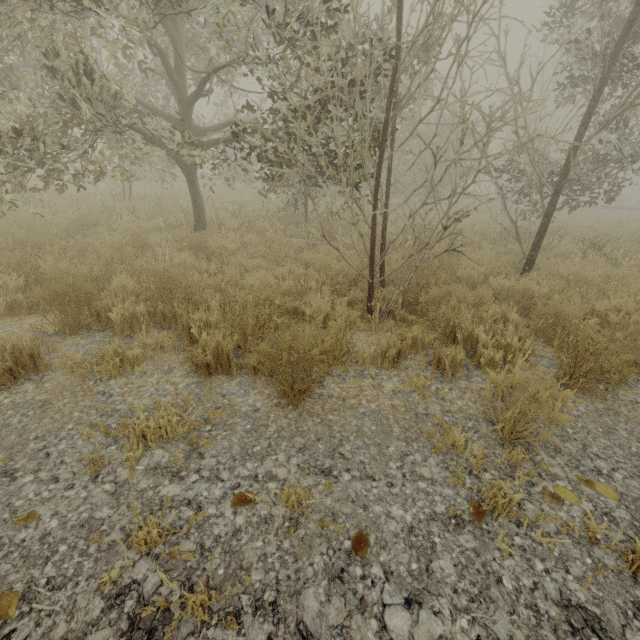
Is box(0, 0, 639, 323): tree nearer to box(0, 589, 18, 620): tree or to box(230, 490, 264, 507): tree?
box(230, 490, 264, 507): tree

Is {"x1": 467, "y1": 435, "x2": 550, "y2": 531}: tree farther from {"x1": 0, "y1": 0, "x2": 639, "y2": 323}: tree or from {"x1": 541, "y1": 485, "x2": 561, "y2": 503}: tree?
{"x1": 541, "y1": 485, "x2": 561, "y2": 503}: tree

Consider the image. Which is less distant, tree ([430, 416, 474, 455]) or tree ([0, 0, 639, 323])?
tree ([430, 416, 474, 455])

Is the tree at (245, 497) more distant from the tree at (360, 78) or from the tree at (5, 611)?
the tree at (5, 611)

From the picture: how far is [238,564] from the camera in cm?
164

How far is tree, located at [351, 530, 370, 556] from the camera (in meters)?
1.71

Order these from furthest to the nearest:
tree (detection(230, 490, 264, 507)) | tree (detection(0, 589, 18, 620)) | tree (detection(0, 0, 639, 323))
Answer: tree (detection(0, 0, 639, 323)) → tree (detection(230, 490, 264, 507)) → tree (detection(0, 589, 18, 620))

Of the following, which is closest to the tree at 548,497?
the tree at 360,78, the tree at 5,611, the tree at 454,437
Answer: the tree at 360,78
